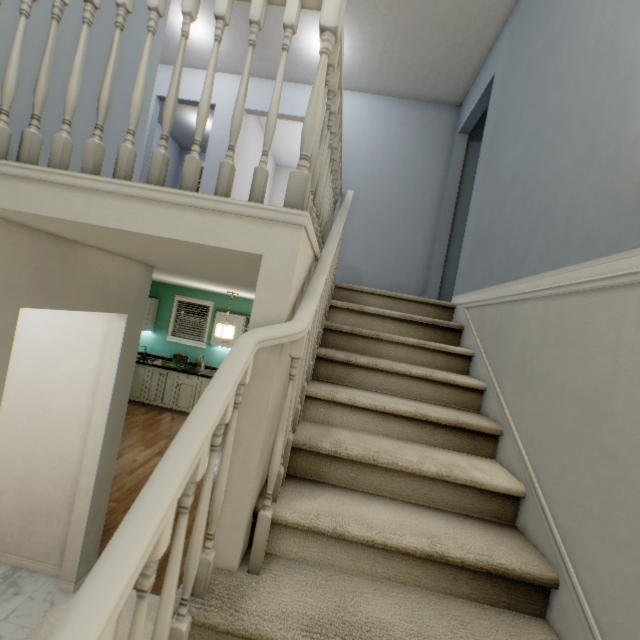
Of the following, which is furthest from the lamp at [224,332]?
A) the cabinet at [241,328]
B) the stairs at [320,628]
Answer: the stairs at [320,628]

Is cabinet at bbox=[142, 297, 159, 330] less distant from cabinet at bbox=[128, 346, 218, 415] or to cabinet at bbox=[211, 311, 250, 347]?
cabinet at bbox=[128, 346, 218, 415]

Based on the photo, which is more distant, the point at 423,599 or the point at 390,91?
the point at 390,91

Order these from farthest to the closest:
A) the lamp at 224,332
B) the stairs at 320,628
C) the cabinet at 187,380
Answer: the cabinet at 187,380, the lamp at 224,332, the stairs at 320,628

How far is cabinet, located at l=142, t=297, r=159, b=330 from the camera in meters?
6.6

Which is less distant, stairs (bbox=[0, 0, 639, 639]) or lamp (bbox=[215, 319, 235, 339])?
stairs (bbox=[0, 0, 639, 639])

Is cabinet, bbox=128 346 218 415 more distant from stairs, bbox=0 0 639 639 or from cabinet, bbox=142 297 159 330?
stairs, bbox=0 0 639 639

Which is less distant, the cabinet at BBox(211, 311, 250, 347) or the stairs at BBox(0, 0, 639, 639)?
the stairs at BBox(0, 0, 639, 639)
